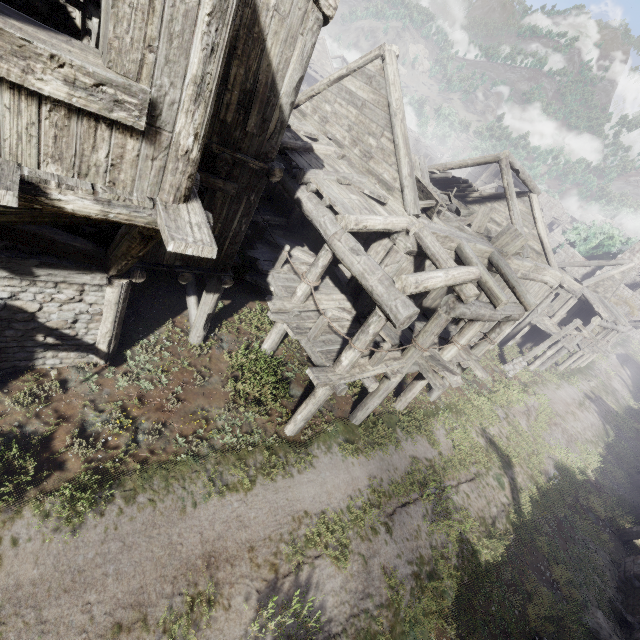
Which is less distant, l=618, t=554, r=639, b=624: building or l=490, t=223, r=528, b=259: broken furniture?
l=618, t=554, r=639, b=624: building

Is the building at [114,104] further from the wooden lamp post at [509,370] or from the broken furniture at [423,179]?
the wooden lamp post at [509,370]

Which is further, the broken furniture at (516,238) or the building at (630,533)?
the building at (630,533)

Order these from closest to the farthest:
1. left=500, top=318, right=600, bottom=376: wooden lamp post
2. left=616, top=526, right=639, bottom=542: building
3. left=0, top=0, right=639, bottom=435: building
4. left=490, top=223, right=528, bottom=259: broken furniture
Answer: left=0, top=0, right=639, bottom=435: building → left=490, top=223, right=528, bottom=259: broken furniture → left=616, top=526, right=639, bottom=542: building → left=500, top=318, right=600, bottom=376: wooden lamp post

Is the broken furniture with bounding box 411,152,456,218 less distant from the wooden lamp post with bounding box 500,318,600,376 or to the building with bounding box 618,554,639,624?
the building with bounding box 618,554,639,624

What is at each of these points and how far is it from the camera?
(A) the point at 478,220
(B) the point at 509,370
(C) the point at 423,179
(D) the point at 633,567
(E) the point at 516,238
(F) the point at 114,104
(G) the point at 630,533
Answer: (A) broken furniture, 13.0m
(B) wooden lamp post, 19.5m
(C) broken furniture, 12.0m
(D) building, 11.7m
(E) broken furniture, 12.4m
(F) building, 2.6m
(G) building, 13.4m

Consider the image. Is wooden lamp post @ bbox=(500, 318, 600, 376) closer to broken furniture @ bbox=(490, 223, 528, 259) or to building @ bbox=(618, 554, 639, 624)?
building @ bbox=(618, 554, 639, 624)
